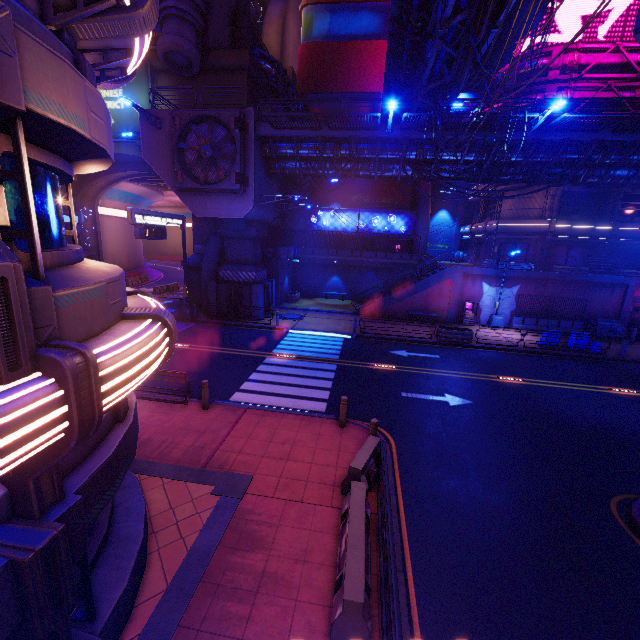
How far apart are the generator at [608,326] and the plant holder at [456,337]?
10.6m

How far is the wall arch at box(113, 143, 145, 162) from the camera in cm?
2520

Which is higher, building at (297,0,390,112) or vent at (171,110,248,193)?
building at (297,0,390,112)

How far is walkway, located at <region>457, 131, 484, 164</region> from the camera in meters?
17.7 m

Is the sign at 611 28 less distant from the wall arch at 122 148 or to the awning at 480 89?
the awning at 480 89

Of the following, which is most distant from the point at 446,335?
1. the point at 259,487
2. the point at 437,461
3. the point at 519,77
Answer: the point at 519,77

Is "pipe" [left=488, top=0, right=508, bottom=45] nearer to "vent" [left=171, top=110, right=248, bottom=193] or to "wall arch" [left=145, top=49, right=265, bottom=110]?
"vent" [left=171, top=110, right=248, bottom=193]

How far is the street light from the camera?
23.88m
